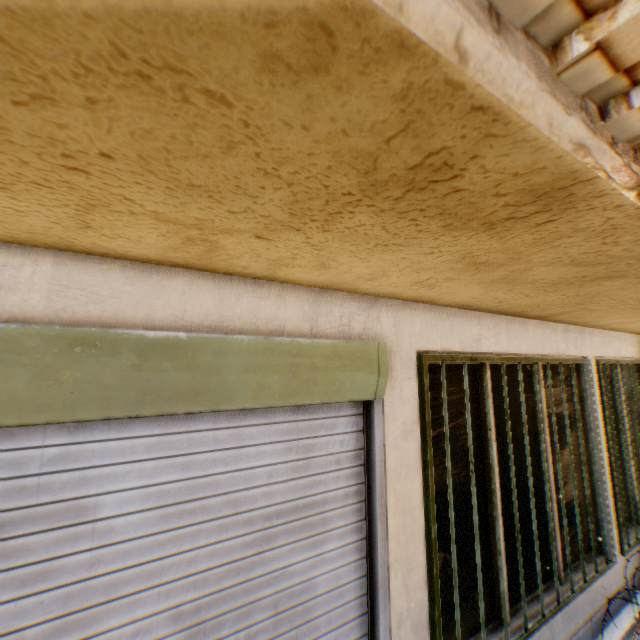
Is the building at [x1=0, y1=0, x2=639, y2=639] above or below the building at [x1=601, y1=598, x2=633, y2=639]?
above

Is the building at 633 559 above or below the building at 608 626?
above

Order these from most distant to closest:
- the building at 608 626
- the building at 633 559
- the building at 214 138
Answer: the building at 633 559
the building at 608 626
the building at 214 138

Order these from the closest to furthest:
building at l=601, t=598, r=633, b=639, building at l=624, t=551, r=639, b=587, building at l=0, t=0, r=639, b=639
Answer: building at l=0, t=0, r=639, b=639, building at l=601, t=598, r=633, b=639, building at l=624, t=551, r=639, b=587

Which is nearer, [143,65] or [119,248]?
[143,65]

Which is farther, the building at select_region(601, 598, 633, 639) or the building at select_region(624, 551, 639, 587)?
the building at select_region(624, 551, 639, 587)
